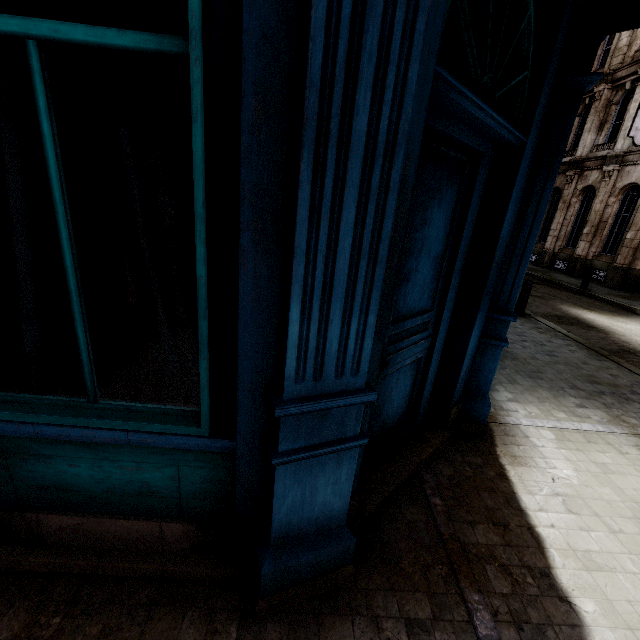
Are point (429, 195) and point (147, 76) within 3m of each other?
yes

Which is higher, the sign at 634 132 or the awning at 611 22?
the sign at 634 132

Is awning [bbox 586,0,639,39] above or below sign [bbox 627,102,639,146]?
below

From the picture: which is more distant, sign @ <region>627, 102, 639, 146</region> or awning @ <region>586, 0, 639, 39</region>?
sign @ <region>627, 102, 639, 146</region>

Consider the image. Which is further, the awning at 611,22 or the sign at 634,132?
the sign at 634,132
